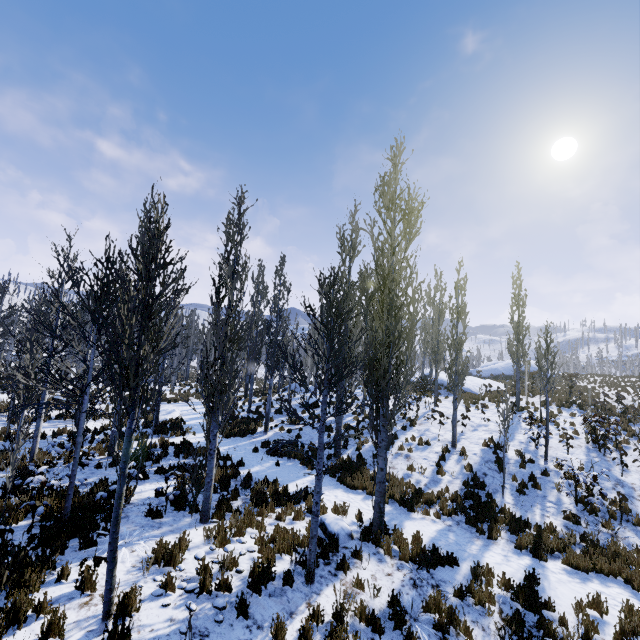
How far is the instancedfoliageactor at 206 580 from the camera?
5.3 meters

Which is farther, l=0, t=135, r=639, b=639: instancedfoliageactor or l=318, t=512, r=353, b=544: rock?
l=318, t=512, r=353, b=544: rock

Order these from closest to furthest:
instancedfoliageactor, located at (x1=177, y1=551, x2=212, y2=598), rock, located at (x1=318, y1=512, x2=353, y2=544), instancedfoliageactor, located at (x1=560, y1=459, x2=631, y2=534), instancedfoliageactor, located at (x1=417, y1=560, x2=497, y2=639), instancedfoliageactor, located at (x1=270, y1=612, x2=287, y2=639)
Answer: instancedfoliageactor, located at (x1=270, y1=612, x2=287, y2=639) < instancedfoliageactor, located at (x1=177, y1=551, x2=212, y2=598) < instancedfoliageactor, located at (x1=417, y1=560, x2=497, y2=639) < rock, located at (x1=318, y1=512, x2=353, y2=544) < instancedfoliageactor, located at (x1=560, y1=459, x2=631, y2=534)

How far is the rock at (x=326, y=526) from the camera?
7.9m

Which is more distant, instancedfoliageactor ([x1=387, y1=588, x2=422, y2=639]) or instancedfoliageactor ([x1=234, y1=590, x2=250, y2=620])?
instancedfoliageactor ([x1=387, y1=588, x2=422, y2=639])

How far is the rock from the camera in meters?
7.9 m

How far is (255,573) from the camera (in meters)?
5.67
